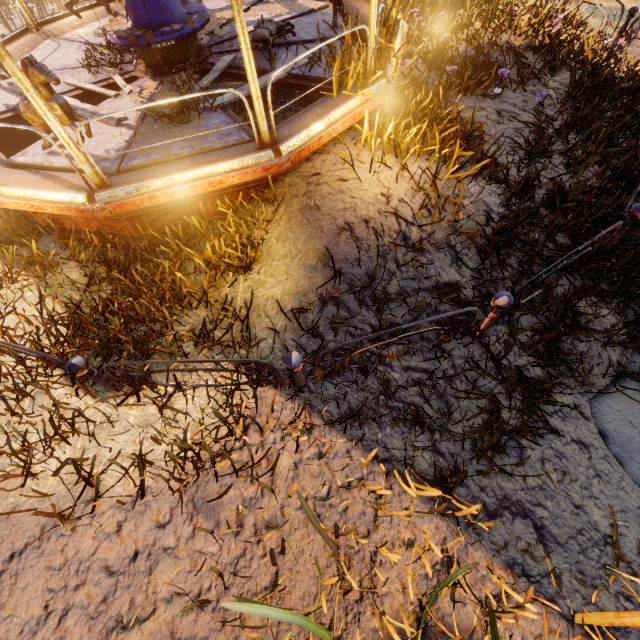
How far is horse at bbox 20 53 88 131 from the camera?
3.27m

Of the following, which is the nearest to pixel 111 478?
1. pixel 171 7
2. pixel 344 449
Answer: pixel 344 449

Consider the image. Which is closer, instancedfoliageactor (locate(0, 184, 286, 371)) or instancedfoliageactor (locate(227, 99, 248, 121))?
instancedfoliageactor (locate(0, 184, 286, 371))

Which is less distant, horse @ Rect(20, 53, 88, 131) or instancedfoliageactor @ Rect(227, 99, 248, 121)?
horse @ Rect(20, 53, 88, 131)

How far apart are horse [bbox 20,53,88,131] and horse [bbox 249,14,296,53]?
2.9m

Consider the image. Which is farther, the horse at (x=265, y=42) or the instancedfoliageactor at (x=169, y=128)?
the horse at (x=265, y=42)

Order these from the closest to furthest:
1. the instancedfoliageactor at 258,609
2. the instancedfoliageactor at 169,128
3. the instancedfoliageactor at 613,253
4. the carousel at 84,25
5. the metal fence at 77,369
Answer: the instancedfoliageactor at 258,609
the instancedfoliageactor at 613,253
the metal fence at 77,369
the carousel at 84,25
the instancedfoliageactor at 169,128

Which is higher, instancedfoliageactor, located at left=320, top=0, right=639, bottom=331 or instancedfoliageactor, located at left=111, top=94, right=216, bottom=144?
instancedfoliageactor, located at left=111, top=94, right=216, bottom=144
